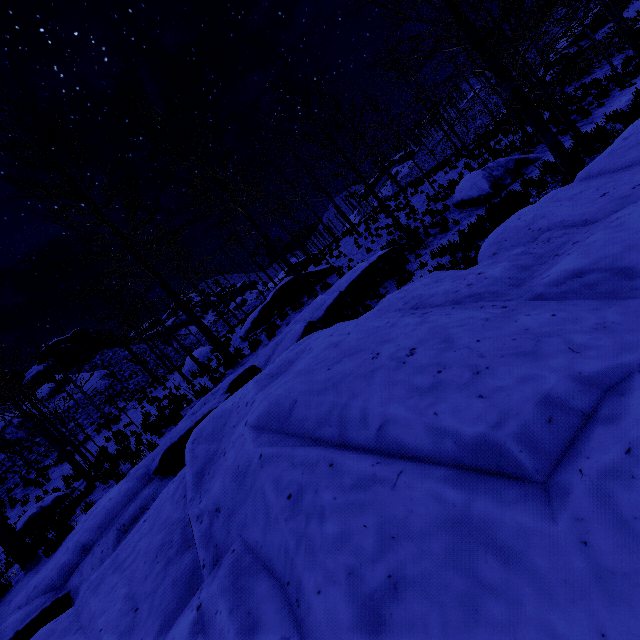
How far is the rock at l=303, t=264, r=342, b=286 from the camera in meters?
15.0

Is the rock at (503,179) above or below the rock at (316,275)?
below

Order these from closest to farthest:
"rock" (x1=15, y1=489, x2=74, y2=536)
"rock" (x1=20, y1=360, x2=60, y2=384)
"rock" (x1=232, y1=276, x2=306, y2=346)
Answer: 1. "rock" (x1=15, y1=489, x2=74, y2=536)
2. "rock" (x1=232, y1=276, x2=306, y2=346)
3. "rock" (x1=20, y1=360, x2=60, y2=384)

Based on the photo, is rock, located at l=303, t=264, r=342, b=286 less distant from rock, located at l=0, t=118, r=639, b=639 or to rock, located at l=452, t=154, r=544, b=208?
rock, located at l=452, t=154, r=544, b=208

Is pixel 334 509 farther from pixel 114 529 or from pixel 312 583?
pixel 114 529

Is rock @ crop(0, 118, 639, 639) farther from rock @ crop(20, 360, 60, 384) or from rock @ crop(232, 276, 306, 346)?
rock @ crop(20, 360, 60, 384)

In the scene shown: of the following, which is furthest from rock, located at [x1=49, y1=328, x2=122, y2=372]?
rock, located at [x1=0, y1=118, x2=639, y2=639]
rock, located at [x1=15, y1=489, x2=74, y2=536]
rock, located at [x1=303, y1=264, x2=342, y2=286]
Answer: rock, located at [x1=0, y1=118, x2=639, y2=639]

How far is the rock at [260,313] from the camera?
14.2m
